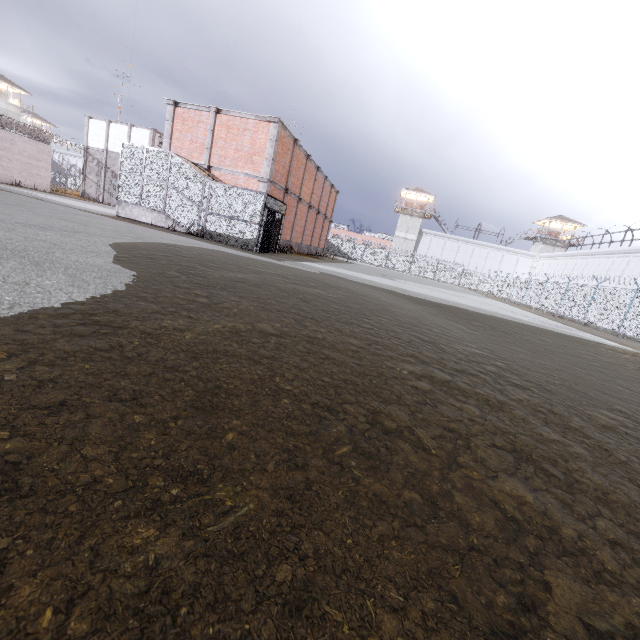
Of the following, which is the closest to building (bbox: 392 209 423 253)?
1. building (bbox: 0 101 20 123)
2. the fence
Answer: the fence

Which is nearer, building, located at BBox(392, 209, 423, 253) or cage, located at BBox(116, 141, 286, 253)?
cage, located at BBox(116, 141, 286, 253)

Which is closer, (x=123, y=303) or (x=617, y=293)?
(x=123, y=303)

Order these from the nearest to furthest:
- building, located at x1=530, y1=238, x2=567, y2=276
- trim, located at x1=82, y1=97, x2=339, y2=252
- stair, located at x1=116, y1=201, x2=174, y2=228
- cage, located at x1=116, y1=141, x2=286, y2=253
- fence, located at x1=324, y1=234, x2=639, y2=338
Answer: cage, located at x1=116, y1=141, x2=286, y2=253
stair, located at x1=116, y1=201, x2=174, y2=228
trim, located at x1=82, y1=97, x2=339, y2=252
fence, located at x1=324, y1=234, x2=639, y2=338
building, located at x1=530, y1=238, x2=567, y2=276

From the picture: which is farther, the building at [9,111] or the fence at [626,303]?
the building at [9,111]

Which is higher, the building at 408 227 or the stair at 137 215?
the building at 408 227

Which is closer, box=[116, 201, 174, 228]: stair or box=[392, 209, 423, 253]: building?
box=[116, 201, 174, 228]: stair

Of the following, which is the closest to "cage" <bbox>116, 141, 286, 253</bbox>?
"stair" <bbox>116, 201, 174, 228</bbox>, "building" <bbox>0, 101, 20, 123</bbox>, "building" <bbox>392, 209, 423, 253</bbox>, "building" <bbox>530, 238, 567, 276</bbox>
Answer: "stair" <bbox>116, 201, 174, 228</bbox>
